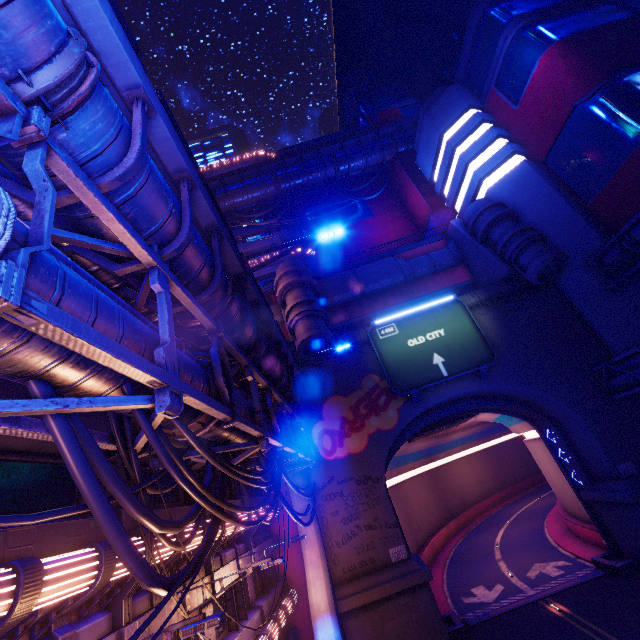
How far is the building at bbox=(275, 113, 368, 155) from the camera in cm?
5102

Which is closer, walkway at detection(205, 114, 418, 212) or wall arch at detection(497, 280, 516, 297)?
wall arch at detection(497, 280, 516, 297)

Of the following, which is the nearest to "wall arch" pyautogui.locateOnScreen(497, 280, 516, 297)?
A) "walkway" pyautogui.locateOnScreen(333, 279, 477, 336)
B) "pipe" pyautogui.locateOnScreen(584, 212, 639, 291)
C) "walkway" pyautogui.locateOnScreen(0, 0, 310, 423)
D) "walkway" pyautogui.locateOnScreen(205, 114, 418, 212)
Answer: "walkway" pyautogui.locateOnScreen(0, 0, 310, 423)

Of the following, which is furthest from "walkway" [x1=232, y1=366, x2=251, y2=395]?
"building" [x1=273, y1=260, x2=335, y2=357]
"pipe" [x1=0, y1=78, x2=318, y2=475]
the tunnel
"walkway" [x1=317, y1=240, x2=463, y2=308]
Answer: "walkway" [x1=317, y1=240, x2=463, y2=308]

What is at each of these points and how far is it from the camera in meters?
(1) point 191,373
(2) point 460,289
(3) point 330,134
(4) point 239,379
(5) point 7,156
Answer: (1) pipe, 5.9 m
(2) walkway, 28.7 m
(3) building, 53.3 m
(4) walkway, 11.3 m
(5) walkway, 3.9 m

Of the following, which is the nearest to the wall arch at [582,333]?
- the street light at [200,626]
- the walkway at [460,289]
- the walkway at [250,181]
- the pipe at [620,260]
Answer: the pipe at [620,260]

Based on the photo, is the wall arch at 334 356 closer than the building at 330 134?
Yes

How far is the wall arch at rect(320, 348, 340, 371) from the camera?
23.59m
